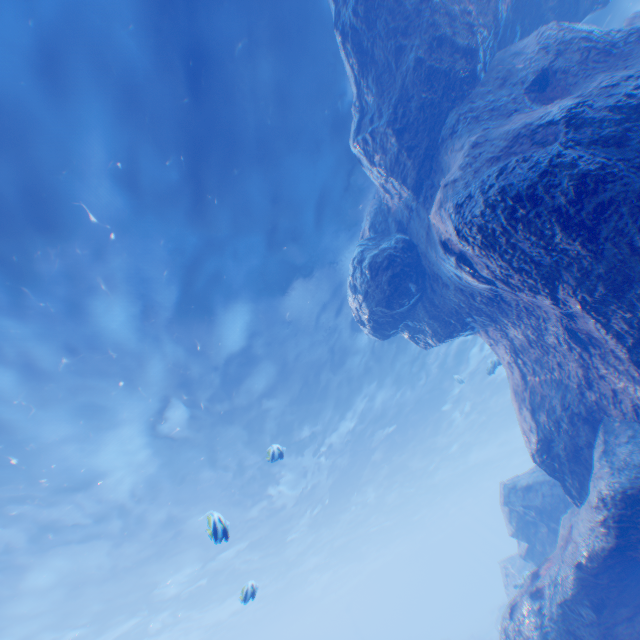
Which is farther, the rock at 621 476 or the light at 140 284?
the light at 140 284

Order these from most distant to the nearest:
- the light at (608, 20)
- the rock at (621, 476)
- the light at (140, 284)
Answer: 1. the light at (608, 20)
2. the light at (140, 284)
3. the rock at (621, 476)

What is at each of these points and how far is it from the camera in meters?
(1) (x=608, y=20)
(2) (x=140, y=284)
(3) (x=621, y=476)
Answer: (1) light, 10.7 m
(2) light, 9.3 m
(3) rock, 5.7 m

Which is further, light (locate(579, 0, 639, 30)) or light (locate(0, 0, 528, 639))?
light (locate(579, 0, 639, 30))

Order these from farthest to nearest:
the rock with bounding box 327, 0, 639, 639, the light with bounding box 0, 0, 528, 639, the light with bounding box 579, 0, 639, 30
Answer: the light with bounding box 579, 0, 639, 30, the light with bounding box 0, 0, 528, 639, the rock with bounding box 327, 0, 639, 639

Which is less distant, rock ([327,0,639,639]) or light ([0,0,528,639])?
rock ([327,0,639,639])

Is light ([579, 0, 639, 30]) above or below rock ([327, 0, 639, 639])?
above
